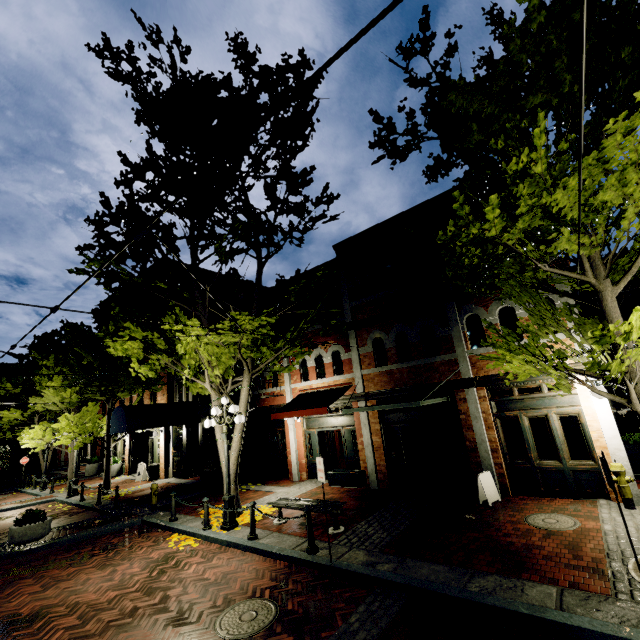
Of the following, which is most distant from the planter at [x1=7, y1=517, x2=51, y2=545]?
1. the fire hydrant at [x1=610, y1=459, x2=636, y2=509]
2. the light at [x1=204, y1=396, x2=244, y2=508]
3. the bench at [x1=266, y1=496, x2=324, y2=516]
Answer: the fire hydrant at [x1=610, y1=459, x2=636, y2=509]

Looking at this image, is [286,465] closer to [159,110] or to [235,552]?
[235,552]

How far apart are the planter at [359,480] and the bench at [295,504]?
3.2 meters

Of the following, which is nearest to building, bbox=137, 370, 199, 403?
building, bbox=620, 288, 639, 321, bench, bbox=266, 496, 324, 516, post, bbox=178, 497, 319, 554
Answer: building, bbox=620, 288, 639, 321

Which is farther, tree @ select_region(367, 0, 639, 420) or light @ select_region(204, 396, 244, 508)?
light @ select_region(204, 396, 244, 508)

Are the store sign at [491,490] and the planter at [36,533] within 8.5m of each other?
no

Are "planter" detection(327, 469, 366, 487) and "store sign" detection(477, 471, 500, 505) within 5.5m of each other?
yes

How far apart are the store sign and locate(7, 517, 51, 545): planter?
13.41m
